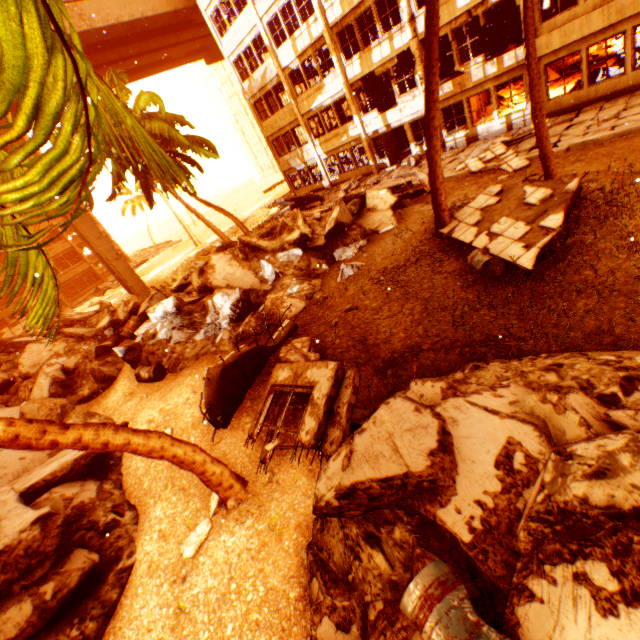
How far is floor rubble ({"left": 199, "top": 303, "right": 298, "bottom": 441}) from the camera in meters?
6.3 m

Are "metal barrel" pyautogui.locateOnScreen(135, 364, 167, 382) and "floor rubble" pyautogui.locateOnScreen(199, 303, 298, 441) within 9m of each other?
yes

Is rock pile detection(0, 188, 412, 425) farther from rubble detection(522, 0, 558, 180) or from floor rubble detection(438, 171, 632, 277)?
floor rubble detection(438, 171, 632, 277)

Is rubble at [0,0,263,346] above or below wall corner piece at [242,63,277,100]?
below

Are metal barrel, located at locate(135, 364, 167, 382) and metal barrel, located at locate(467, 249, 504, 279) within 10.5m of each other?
yes

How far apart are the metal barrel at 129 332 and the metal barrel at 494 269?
11.52m

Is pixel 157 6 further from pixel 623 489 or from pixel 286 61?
pixel 623 489

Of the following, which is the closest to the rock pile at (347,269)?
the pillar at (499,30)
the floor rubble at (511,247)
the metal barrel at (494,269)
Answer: the floor rubble at (511,247)
